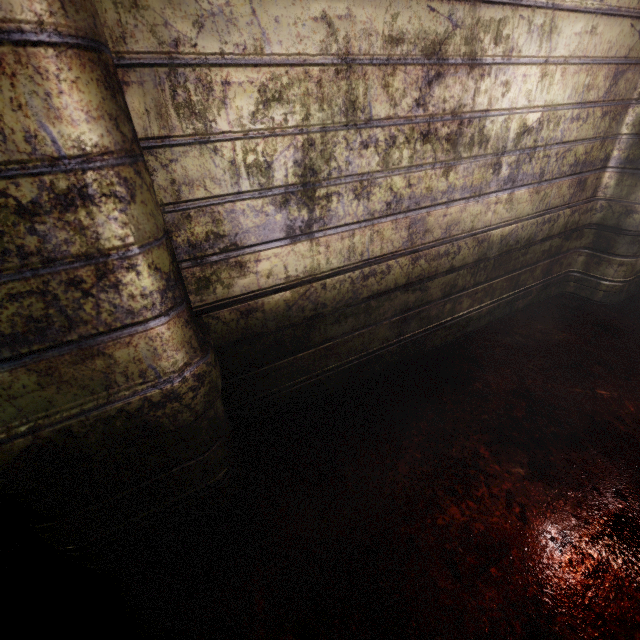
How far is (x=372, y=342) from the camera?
1.75m
